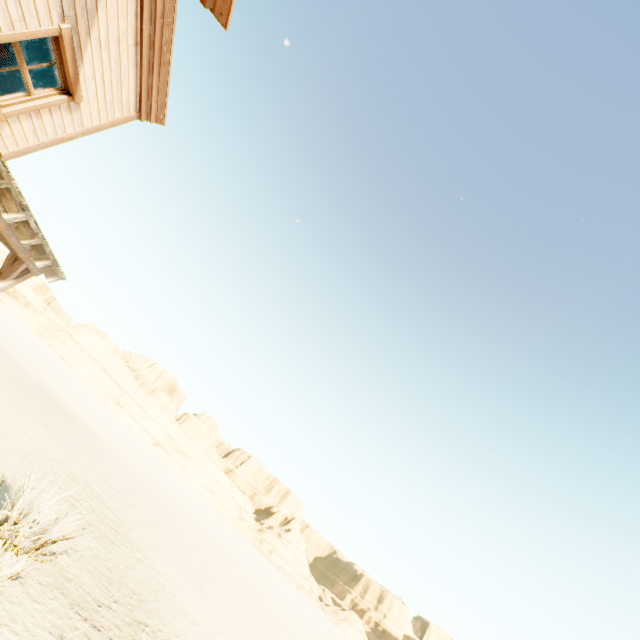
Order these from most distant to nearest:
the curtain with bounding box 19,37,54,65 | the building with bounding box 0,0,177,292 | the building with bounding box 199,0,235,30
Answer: the building with bounding box 199,0,235,30 < the curtain with bounding box 19,37,54,65 < the building with bounding box 0,0,177,292

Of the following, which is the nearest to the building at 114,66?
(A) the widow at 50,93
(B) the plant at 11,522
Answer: (A) the widow at 50,93

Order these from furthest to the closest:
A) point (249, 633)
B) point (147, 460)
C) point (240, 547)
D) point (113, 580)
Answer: point (240, 547) < point (147, 460) < point (249, 633) < point (113, 580)

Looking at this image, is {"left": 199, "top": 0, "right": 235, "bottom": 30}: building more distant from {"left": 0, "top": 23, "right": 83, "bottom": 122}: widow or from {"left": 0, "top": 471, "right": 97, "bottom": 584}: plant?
{"left": 0, "top": 471, "right": 97, "bottom": 584}: plant

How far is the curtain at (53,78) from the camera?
4.9m

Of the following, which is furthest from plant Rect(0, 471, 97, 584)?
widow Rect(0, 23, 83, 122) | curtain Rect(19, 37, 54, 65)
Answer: curtain Rect(19, 37, 54, 65)

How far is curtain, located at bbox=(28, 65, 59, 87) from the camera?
4.9m
